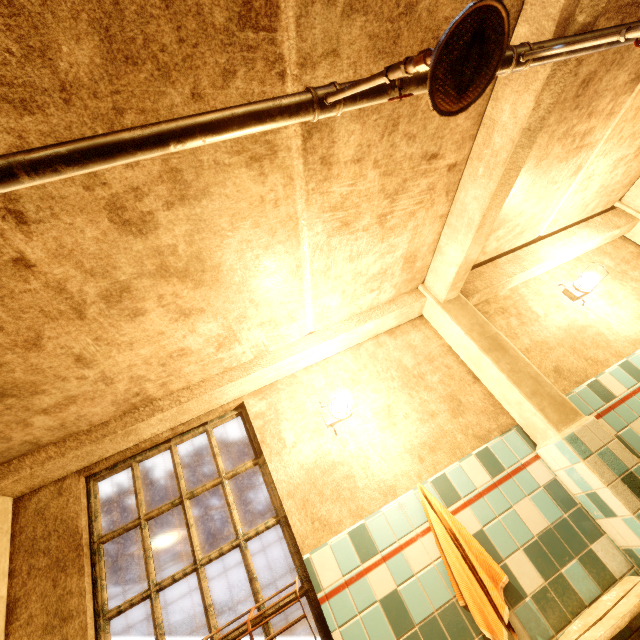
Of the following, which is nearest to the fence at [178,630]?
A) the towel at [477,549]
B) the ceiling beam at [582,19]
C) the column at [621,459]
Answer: the ceiling beam at [582,19]

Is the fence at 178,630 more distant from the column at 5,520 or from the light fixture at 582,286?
the light fixture at 582,286

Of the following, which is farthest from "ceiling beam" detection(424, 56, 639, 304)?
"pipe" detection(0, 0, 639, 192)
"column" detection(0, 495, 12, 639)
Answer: "column" detection(0, 495, 12, 639)

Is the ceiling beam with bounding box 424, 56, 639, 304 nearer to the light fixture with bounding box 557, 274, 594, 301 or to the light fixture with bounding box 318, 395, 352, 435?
the light fixture with bounding box 557, 274, 594, 301

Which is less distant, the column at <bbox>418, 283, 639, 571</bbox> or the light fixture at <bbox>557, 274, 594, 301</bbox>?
the column at <bbox>418, 283, 639, 571</bbox>

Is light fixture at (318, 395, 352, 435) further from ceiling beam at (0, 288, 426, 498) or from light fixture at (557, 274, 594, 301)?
light fixture at (557, 274, 594, 301)

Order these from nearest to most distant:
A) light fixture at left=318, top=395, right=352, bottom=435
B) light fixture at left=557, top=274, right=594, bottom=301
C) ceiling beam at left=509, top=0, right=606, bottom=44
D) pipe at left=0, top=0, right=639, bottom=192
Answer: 1. pipe at left=0, top=0, right=639, bottom=192
2. ceiling beam at left=509, top=0, right=606, bottom=44
3. light fixture at left=318, top=395, right=352, bottom=435
4. light fixture at left=557, top=274, right=594, bottom=301

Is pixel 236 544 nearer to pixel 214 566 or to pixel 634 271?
pixel 634 271
